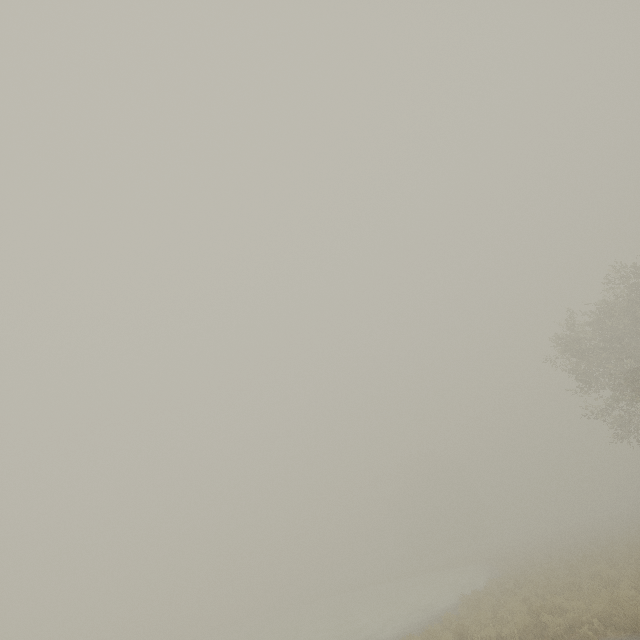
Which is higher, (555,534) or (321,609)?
(555,534)
